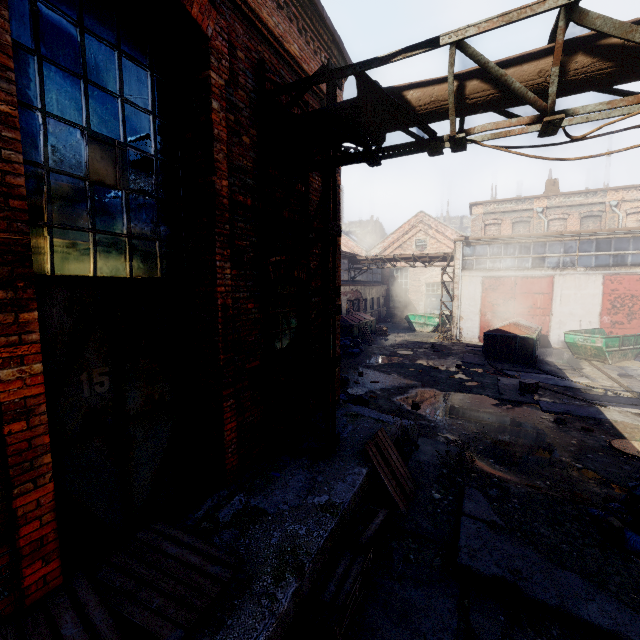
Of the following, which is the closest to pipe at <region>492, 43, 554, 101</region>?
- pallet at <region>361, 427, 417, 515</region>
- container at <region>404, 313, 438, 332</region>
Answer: Result: pallet at <region>361, 427, 417, 515</region>

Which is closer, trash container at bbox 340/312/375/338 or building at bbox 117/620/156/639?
building at bbox 117/620/156/639

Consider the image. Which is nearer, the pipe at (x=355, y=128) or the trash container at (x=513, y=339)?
the pipe at (x=355, y=128)

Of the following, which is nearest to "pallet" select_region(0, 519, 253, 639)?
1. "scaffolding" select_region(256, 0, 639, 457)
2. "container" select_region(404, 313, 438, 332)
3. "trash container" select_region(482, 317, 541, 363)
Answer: "scaffolding" select_region(256, 0, 639, 457)

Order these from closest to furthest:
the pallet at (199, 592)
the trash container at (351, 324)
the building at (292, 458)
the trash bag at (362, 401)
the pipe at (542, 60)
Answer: the pallet at (199, 592) → the building at (292, 458) → the pipe at (542, 60) → the trash bag at (362, 401) → the trash container at (351, 324)

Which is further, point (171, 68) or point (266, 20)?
point (266, 20)

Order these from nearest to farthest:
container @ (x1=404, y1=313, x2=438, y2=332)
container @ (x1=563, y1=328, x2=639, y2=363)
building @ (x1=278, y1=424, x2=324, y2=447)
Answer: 1. building @ (x1=278, y1=424, x2=324, y2=447)
2. container @ (x1=563, y1=328, x2=639, y2=363)
3. container @ (x1=404, y1=313, x2=438, y2=332)

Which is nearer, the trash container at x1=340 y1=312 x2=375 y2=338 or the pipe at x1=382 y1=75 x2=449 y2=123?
the pipe at x1=382 y1=75 x2=449 y2=123
